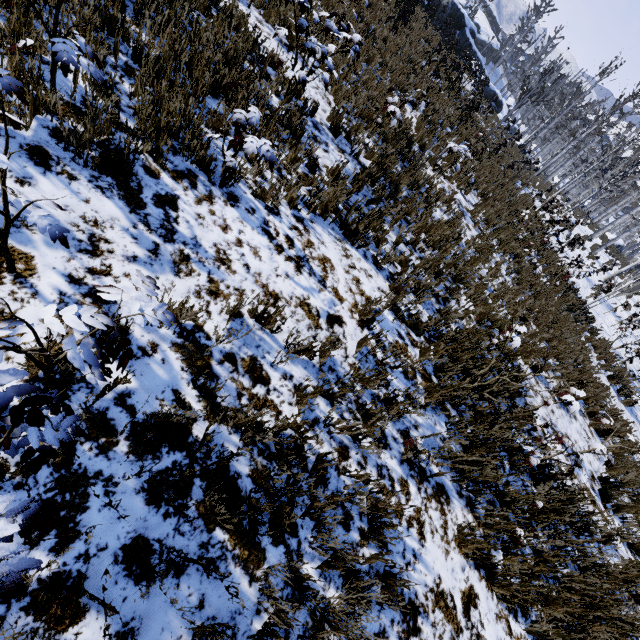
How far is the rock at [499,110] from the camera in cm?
2820

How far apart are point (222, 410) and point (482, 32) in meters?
68.7

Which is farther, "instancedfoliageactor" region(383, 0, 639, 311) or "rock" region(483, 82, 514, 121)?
"rock" region(483, 82, 514, 121)

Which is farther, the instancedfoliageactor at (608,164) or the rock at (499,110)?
the rock at (499,110)

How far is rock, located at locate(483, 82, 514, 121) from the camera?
28.20m

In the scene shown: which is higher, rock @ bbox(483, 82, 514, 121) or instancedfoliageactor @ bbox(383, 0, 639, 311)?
instancedfoliageactor @ bbox(383, 0, 639, 311)
